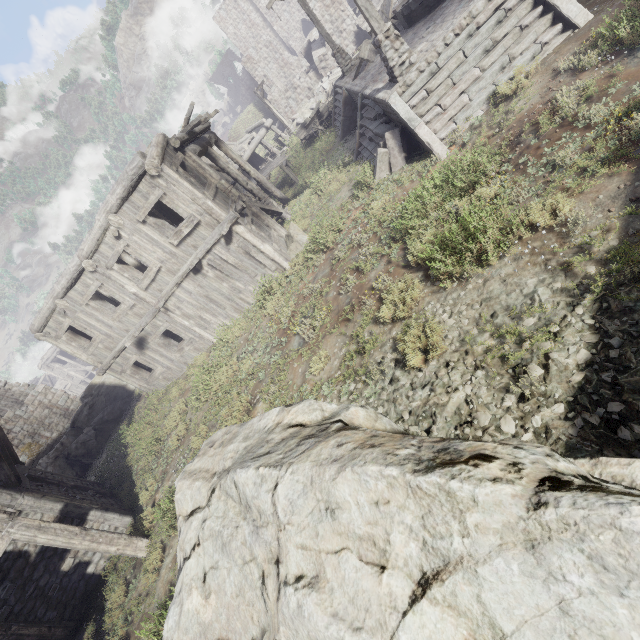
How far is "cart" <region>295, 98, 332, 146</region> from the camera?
20.42m

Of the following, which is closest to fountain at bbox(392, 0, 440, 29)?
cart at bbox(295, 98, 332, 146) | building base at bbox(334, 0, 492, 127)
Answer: building base at bbox(334, 0, 492, 127)

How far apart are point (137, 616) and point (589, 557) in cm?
917

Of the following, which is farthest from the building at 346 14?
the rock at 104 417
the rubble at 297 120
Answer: the rock at 104 417

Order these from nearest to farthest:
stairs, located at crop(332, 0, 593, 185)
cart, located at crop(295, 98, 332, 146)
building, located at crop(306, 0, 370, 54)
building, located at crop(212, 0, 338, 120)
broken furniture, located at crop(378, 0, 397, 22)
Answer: stairs, located at crop(332, 0, 593, 185) < broken furniture, located at crop(378, 0, 397, 22) < cart, located at crop(295, 98, 332, 146) < building, located at crop(306, 0, 370, 54) < building, located at crop(212, 0, 338, 120)

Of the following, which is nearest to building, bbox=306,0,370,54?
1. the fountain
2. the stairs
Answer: the stairs

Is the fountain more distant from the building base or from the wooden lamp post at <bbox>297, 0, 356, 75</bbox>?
the wooden lamp post at <bbox>297, 0, 356, 75</bbox>

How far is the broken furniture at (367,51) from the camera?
13.96m
